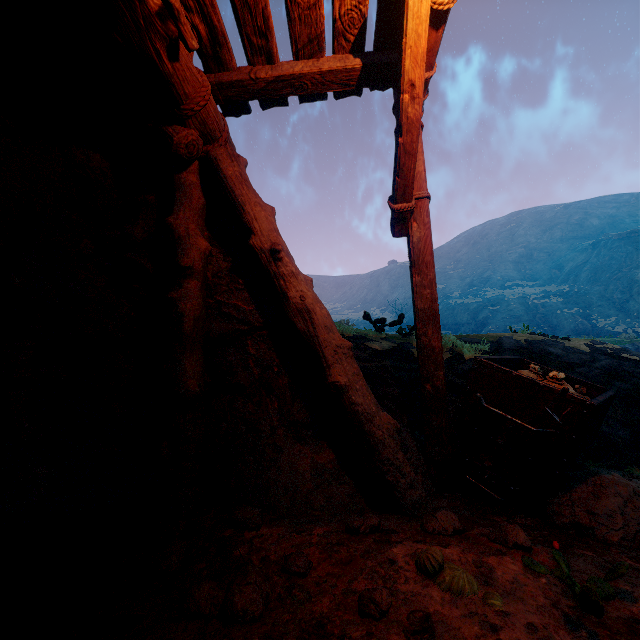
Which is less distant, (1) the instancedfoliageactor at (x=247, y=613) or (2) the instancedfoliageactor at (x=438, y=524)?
(1) the instancedfoliageactor at (x=247, y=613)

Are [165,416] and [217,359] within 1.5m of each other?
yes

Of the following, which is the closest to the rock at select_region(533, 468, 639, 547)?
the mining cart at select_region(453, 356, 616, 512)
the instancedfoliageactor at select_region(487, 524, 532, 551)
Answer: the mining cart at select_region(453, 356, 616, 512)

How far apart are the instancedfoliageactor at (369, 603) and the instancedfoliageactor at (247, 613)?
0.53m

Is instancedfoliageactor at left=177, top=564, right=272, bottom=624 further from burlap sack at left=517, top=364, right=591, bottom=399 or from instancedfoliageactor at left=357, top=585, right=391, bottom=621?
burlap sack at left=517, top=364, right=591, bottom=399

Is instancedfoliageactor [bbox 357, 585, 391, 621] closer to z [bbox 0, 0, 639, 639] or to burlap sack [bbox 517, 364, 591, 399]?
z [bbox 0, 0, 639, 639]

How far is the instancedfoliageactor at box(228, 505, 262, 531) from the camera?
2.6 meters

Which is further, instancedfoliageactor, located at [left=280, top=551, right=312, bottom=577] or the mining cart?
the mining cart
